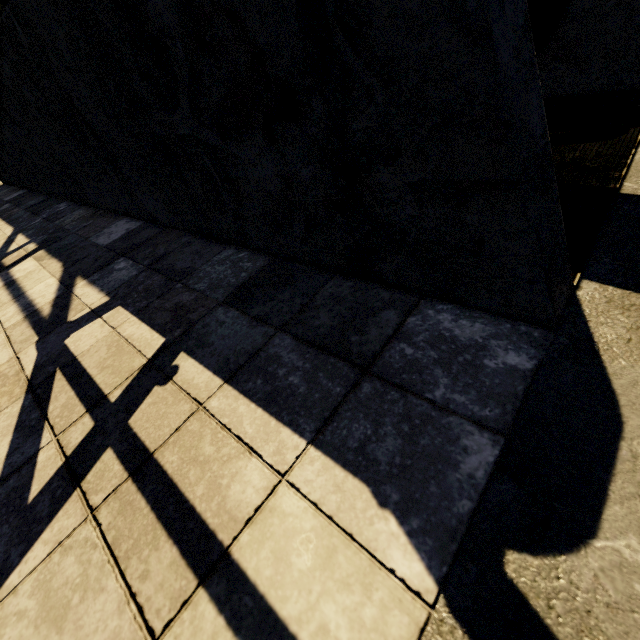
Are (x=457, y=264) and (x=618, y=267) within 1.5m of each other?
yes
